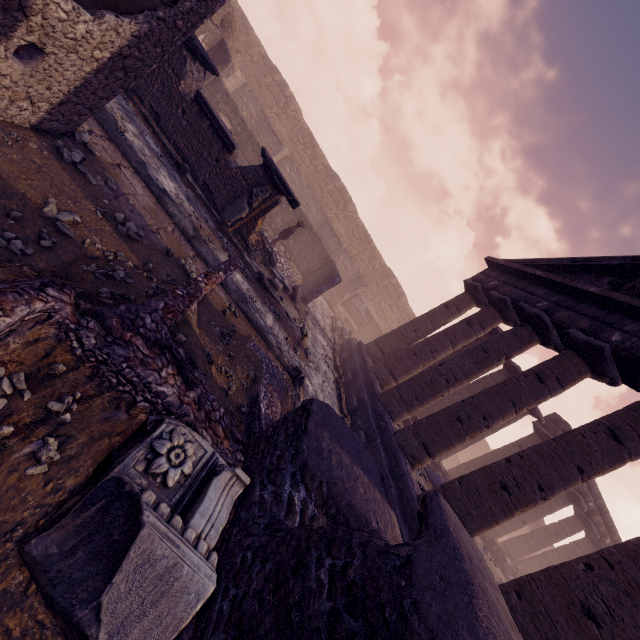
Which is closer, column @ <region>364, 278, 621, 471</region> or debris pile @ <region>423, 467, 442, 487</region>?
column @ <region>364, 278, 621, 471</region>

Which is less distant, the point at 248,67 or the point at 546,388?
the point at 546,388

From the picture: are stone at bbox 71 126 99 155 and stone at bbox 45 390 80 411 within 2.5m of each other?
no

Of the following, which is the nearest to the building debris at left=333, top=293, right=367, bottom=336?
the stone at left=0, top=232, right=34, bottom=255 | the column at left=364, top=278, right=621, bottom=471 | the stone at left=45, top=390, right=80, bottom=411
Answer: the column at left=364, top=278, right=621, bottom=471

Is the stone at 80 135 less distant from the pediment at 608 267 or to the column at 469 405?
the column at 469 405

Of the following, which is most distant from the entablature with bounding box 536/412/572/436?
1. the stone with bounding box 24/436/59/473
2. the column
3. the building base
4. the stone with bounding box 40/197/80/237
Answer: the stone with bounding box 40/197/80/237

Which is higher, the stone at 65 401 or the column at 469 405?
the column at 469 405

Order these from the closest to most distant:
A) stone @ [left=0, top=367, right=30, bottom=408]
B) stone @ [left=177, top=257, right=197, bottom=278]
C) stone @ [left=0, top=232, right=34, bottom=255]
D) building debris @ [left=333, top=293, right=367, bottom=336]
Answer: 1. stone @ [left=0, top=367, right=30, bottom=408]
2. stone @ [left=0, top=232, right=34, bottom=255]
3. stone @ [left=177, top=257, right=197, bottom=278]
4. building debris @ [left=333, top=293, right=367, bottom=336]
